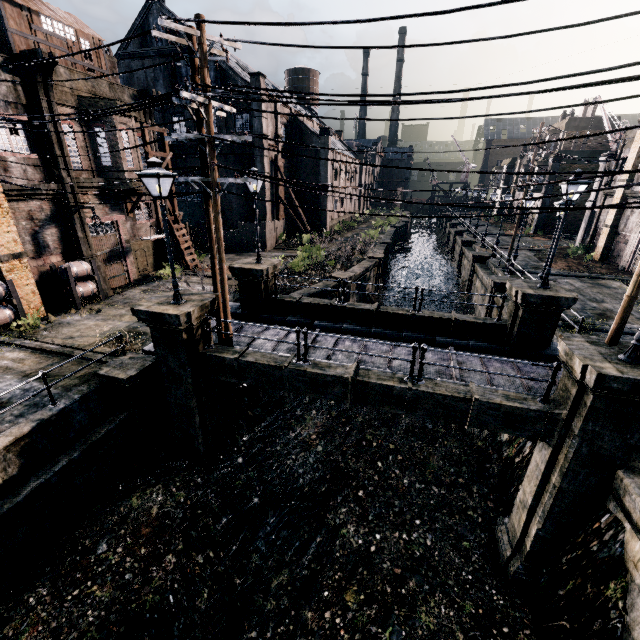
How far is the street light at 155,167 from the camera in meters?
9.0

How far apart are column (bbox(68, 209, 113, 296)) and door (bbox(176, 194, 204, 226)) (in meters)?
20.40

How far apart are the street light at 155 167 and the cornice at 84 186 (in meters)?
12.50

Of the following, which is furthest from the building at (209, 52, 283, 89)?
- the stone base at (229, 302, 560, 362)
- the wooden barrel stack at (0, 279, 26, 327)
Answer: the stone base at (229, 302, 560, 362)

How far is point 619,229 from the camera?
27.2m

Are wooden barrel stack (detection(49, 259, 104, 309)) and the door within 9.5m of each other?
no

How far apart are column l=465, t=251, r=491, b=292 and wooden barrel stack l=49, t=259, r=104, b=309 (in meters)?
29.02

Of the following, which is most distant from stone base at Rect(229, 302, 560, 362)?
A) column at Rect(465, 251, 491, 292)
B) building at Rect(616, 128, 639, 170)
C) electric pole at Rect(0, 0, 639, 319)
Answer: column at Rect(465, 251, 491, 292)
